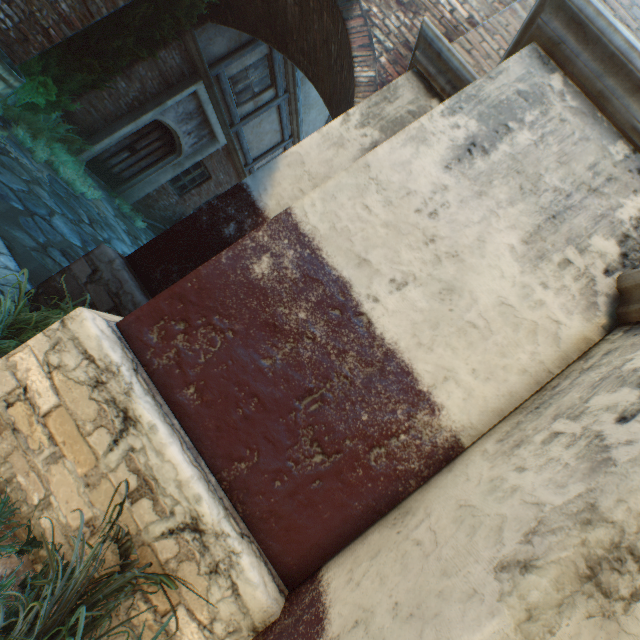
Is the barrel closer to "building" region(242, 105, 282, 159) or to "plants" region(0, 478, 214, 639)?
"building" region(242, 105, 282, 159)

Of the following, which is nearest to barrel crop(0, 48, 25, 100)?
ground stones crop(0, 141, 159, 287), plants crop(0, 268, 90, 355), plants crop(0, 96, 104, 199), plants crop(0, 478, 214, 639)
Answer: ground stones crop(0, 141, 159, 287)

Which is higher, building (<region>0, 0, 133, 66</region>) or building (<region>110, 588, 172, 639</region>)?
building (<region>0, 0, 133, 66</region>)

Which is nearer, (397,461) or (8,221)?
(397,461)

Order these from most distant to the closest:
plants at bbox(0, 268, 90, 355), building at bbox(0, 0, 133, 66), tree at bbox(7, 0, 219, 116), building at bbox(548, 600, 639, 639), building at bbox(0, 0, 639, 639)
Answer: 1. tree at bbox(7, 0, 219, 116)
2. building at bbox(0, 0, 133, 66)
3. plants at bbox(0, 268, 90, 355)
4. building at bbox(0, 0, 639, 639)
5. building at bbox(548, 600, 639, 639)

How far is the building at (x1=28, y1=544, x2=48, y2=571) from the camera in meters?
1.8

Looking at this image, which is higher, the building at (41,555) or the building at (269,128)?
the building at (269,128)

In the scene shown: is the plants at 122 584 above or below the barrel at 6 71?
below
